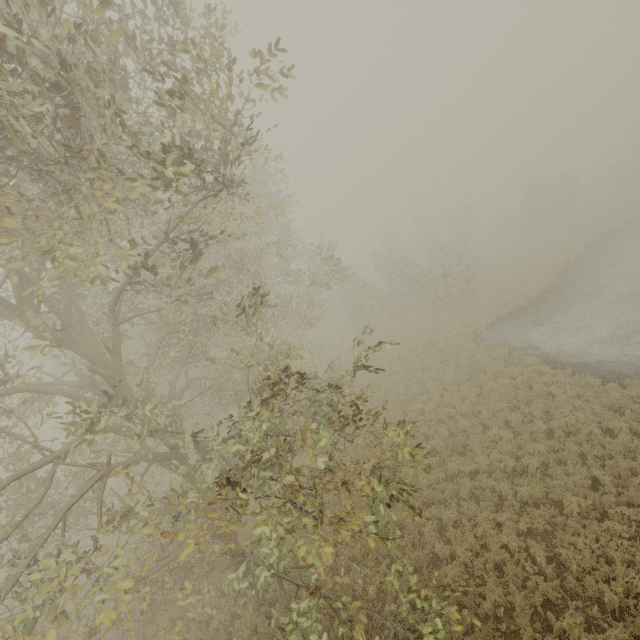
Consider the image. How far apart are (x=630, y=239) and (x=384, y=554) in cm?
3124
